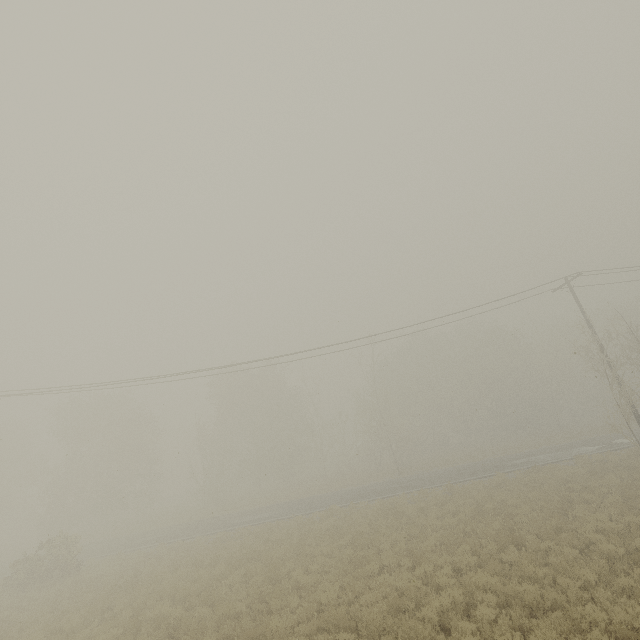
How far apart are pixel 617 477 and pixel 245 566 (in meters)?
19.92

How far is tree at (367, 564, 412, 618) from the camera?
9.49m

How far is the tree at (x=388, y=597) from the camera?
9.5 meters
